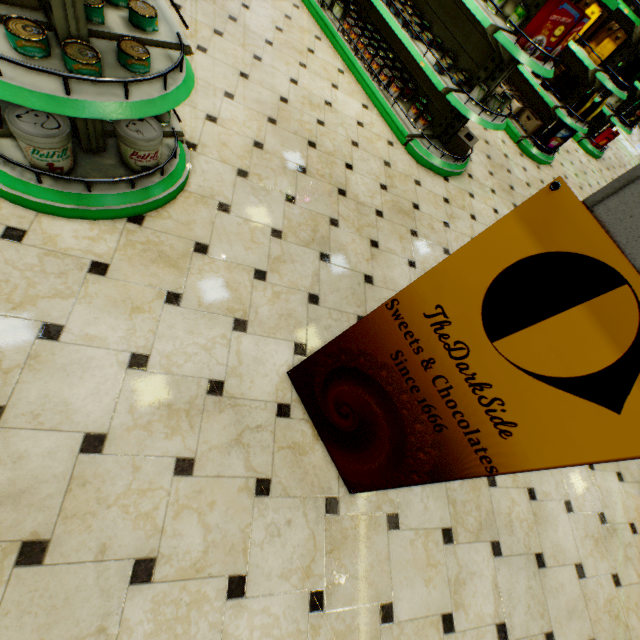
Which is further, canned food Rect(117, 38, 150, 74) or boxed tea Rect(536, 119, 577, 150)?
boxed tea Rect(536, 119, 577, 150)

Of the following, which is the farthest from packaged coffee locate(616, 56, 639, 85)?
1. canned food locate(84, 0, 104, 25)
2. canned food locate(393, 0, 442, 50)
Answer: canned food locate(84, 0, 104, 25)

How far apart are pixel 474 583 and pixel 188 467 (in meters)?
1.99

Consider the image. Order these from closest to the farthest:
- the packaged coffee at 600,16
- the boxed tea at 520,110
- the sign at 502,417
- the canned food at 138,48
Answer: the sign at 502,417 < the canned food at 138,48 < the packaged coffee at 600,16 < the boxed tea at 520,110

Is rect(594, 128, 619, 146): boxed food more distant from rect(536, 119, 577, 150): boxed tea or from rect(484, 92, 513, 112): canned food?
rect(484, 92, 513, 112): canned food

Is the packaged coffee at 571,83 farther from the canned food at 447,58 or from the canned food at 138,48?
the canned food at 138,48

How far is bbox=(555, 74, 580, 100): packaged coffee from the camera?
5.3m

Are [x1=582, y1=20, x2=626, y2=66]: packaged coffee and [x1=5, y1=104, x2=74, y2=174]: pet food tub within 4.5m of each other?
no
